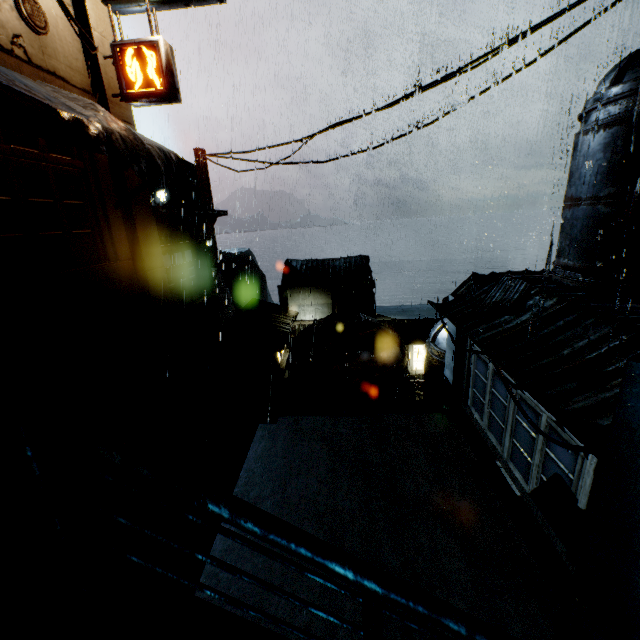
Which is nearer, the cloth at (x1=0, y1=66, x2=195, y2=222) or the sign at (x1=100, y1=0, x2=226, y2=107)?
the cloth at (x1=0, y1=66, x2=195, y2=222)

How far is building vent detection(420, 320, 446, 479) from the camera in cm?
1318

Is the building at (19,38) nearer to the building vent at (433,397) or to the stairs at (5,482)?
the stairs at (5,482)

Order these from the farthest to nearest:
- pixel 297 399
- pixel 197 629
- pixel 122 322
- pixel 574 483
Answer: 1. pixel 297 399
2. pixel 122 322
3. pixel 574 483
4. pixel 197 629

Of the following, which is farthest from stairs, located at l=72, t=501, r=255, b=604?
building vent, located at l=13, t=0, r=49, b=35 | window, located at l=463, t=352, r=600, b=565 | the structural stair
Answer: building vent, located at l=13, t=0, r=49, b=35

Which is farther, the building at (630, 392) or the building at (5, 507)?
the building at (5, 507)

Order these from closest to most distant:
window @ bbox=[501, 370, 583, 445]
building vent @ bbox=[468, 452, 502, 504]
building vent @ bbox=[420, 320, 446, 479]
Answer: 1. window @ bbox=[501, 370, 583, 445]
2. building vent @ bbox=[468, 452, 502, 504]
3. building vent @ bbox=[420, 320, 446, 479]

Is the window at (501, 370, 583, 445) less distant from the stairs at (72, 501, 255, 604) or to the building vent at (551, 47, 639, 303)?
the building vent at (551, 47, 639, 303)
